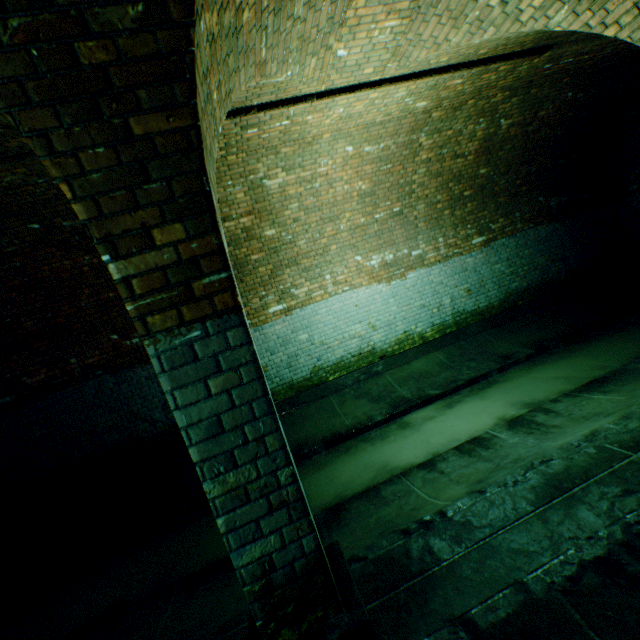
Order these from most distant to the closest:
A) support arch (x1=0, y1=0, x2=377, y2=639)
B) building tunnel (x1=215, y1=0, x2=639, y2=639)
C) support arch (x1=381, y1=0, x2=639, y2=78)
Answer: support arch (x1=381, y1=0, x2=639, y2=78) < building tunnel (x1=215, y1=0, x2=639, y2=639) < support arch (x1=0, y1=0, x2=377, y2=639)

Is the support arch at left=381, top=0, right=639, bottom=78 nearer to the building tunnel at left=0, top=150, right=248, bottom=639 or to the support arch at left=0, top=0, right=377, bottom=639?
the building tunnel at left=0, top=150, right=248, bottom=639

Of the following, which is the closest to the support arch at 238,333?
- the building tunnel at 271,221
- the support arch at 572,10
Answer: the building tunnel at 271,221

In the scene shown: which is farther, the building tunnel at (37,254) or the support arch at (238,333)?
the building tunnel at (37,254)

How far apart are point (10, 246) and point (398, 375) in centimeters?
686cm

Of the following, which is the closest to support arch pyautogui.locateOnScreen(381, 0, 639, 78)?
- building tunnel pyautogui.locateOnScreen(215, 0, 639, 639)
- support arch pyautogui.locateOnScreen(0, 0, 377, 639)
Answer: building tunnel pyautogui.locateOnScreen(215, 0, 639, 639)
